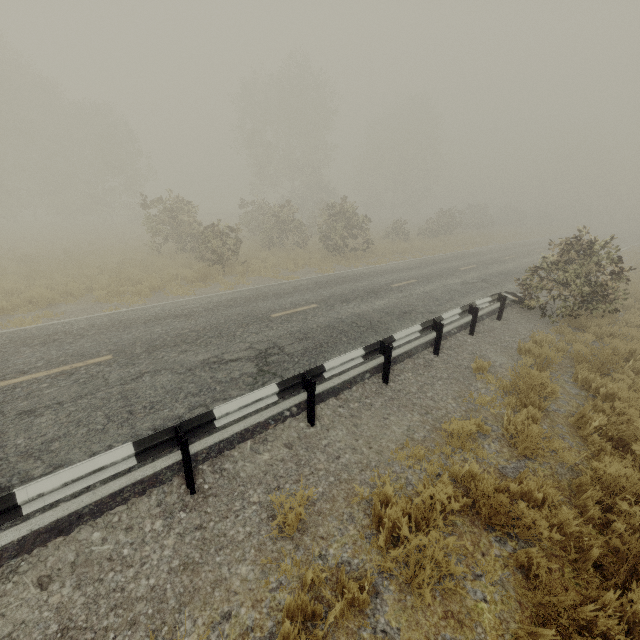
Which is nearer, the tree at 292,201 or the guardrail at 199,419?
the guardrail at 199,419

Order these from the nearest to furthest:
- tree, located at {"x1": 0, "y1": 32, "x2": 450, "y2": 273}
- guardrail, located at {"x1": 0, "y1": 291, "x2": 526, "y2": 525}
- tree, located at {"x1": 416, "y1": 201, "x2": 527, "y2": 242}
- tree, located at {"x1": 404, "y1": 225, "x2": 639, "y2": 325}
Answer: guardrail, located at {"x1": 0, "y1": 291, "x2": 526, "y2": 525}, tree, located at {"x1": 404, "y1": 225, "x2": 639, "y2": 325}, tree, located at {"x1": 0, "y1": 32, "x2": 450, "y2": 273}, tree, located at {"x1": 416, "y1": 201, "x2": 527, "y2": 242}

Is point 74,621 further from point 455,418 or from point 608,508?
point 608,508

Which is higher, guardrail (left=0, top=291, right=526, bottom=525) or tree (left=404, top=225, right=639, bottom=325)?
tree (left=404, top=225, right=639, bottom=325)

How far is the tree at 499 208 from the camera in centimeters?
3073cm

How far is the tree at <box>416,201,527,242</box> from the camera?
30.73m

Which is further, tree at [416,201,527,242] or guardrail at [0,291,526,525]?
tree at [416,201,527,242]
